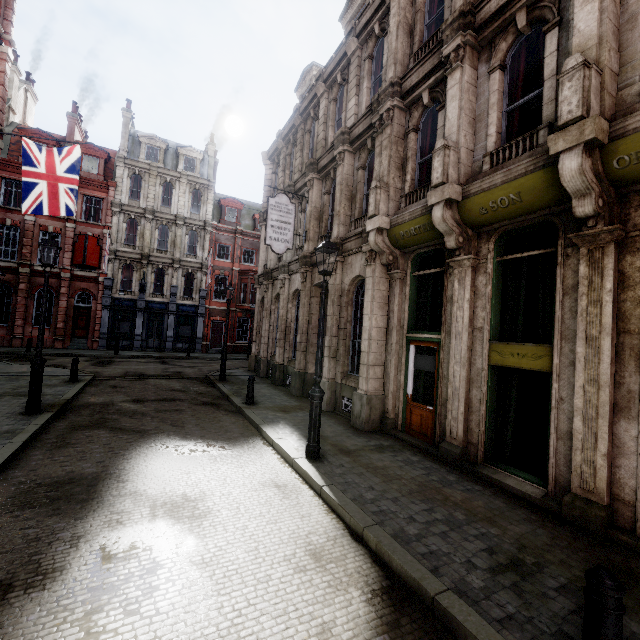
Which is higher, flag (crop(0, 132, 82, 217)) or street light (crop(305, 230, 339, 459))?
flag (crop(0, 132, 82, 217))

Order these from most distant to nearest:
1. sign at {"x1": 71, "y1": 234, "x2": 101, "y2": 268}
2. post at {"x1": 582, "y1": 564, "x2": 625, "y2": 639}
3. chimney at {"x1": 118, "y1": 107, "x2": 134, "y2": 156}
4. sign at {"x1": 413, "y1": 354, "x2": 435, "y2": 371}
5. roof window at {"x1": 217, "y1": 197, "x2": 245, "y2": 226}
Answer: roof window at {"x1": 217, "y1": 197, "x2": 245, "y2": 226} → chimney at {"x1": 118, "y1": 107, "x2": 134, "y2": 156} → sign at {"x1": 71, "y1": 234, "x2": 101, "y2": 268} → sign at {"x1": 413, "y1": 354, "x2": 435, "y2": 371} → post at {"x1": 582, "y1": 564, "x2": 625, "y2": 639}

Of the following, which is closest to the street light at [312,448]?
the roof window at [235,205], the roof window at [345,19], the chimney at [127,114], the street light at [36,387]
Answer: the street light at [36,387]

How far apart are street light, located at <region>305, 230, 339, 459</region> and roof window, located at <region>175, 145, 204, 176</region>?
29.3m

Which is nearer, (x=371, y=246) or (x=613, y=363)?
(x=613, y=363)

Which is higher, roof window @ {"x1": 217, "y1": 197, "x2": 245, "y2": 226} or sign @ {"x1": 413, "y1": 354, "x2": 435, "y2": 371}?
roof window @ {"x1": 217, "y1": 197, "x2": 245, "y2": 226}

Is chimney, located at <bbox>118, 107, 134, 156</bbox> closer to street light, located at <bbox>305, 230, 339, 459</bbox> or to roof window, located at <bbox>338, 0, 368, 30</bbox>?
roof window, located at <bbox>338, 0, 368, 30</bbox>

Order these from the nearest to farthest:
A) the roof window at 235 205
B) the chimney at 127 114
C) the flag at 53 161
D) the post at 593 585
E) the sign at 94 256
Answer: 1. the post at 593 585
2. the flag at 53 161
3. the sign at 94 256
4. the chimney at 127 114
5. the roof window at 235 205
